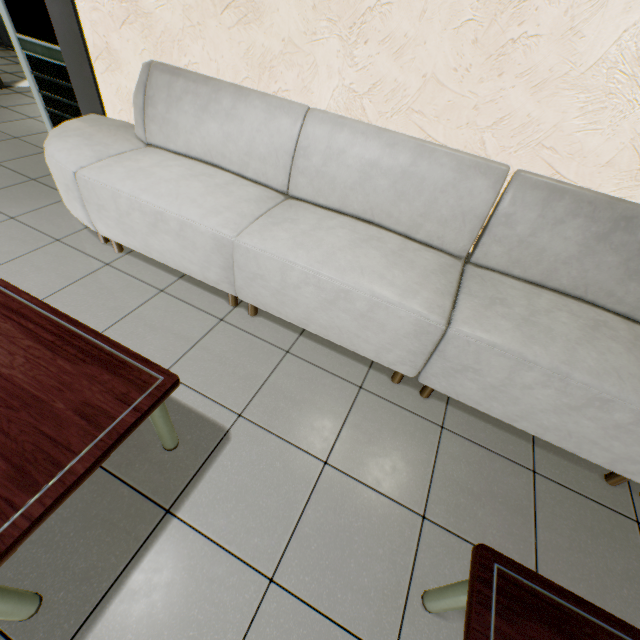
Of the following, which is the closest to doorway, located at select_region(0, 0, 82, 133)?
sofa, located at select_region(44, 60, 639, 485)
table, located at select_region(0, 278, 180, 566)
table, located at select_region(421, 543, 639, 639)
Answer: sofa, located at select_region(44, 60, 639, 485)

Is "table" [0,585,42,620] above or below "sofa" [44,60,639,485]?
below

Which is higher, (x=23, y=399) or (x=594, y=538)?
(x=23, y=399)

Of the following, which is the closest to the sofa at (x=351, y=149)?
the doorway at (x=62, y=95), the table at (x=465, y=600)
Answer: the doorway at (x=62, y=95)

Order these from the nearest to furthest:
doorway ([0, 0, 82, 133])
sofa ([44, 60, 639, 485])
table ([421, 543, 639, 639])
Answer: table ([421, 543, 639, 639]) < sofa ([44, 60, 639, 485]) < doorway ([0, 0, 82, 133])

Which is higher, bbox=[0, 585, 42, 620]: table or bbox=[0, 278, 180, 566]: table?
bbox=[0, 278, 180, 566]: table

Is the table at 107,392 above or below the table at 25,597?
above

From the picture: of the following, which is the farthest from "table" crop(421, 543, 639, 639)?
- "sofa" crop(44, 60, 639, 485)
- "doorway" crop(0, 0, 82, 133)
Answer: "doorway" crop(0, 0, 82, 133)
